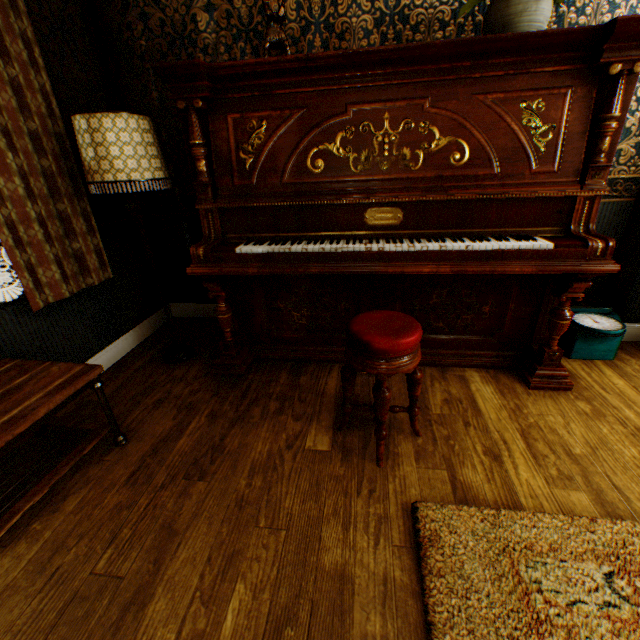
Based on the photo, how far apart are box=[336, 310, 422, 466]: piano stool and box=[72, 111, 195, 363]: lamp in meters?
1.6

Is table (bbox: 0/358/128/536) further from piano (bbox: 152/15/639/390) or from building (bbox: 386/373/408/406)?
piano (bbox: 152/15/639/390)

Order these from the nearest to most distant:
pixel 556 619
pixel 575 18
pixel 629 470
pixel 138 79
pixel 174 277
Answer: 1. pixel 556 619
2. pixel 629 470
3. pixel 575 18
4. pixel 138 79
5. pixel 174 277

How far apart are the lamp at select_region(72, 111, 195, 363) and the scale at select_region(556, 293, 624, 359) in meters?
3.1

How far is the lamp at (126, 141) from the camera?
1.9m

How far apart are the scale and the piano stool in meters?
1.6 m

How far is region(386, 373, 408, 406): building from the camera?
2.17m

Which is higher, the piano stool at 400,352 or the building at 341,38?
the building at 341,38
